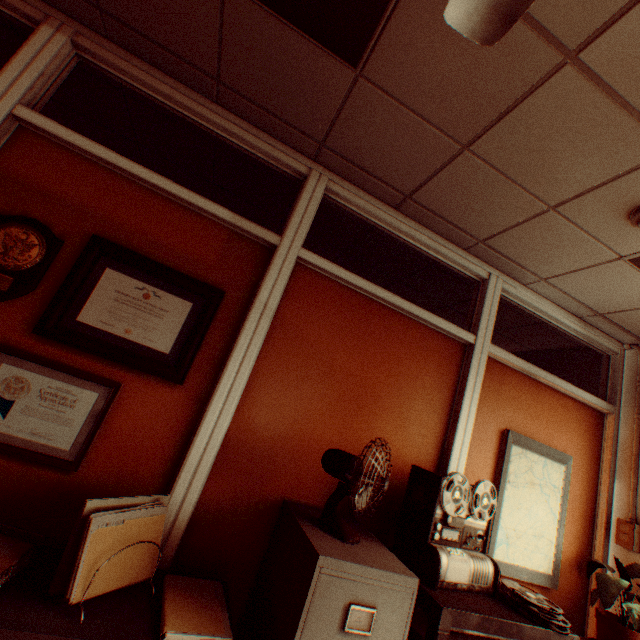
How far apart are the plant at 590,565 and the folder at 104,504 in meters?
2.9

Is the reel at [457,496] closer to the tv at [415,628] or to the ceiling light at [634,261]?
the tv at [415,628]

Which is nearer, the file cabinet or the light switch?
the file cabinet

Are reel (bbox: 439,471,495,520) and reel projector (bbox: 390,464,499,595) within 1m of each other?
yes

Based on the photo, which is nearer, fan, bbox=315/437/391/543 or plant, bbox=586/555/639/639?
fan, bbox=315/437/391/543

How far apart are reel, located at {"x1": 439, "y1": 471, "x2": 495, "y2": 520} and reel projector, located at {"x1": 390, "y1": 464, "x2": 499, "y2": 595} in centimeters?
0cm

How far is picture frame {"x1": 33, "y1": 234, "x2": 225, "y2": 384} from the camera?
1.7m

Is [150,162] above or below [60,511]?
above
